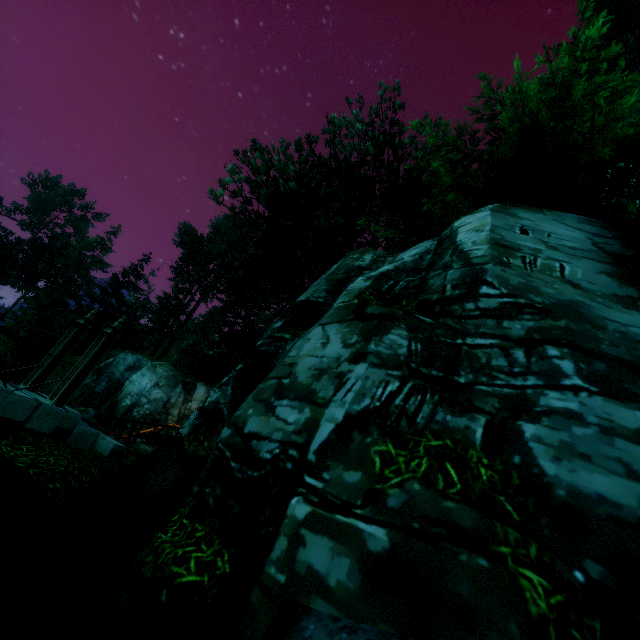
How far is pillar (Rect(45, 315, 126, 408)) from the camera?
8.1 meters

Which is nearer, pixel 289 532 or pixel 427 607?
pixel 427 607

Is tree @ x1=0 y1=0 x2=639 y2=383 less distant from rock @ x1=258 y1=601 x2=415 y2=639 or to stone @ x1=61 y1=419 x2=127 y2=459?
stone @ x1=61 y1=419 x2=127 y2=459

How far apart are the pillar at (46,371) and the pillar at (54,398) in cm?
97

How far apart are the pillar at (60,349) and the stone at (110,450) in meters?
0.9 m

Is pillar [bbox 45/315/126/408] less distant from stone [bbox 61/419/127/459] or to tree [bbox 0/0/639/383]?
stone [bbox 61/419/127/459]

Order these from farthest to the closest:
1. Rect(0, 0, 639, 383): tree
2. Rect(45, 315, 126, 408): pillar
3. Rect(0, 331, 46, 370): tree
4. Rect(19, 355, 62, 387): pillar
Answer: Rect(0, 331, 46, 370): tree < Rect(19, 355, 62, 387): pillar < Rect(45, 315, 126, 408): pillar < Rect(0, 0, 639, 383): tree

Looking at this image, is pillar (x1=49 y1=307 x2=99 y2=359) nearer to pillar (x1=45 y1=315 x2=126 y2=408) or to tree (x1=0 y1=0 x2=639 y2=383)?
pillar (x1=45 y1=315 x2=126 y2=408)
